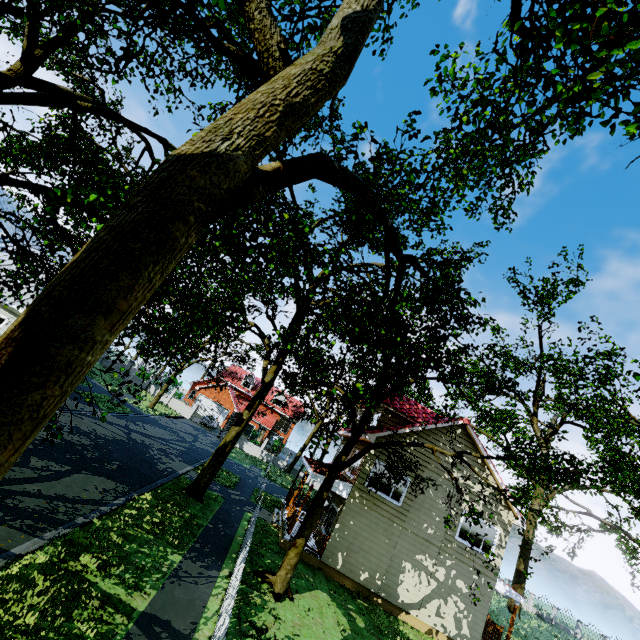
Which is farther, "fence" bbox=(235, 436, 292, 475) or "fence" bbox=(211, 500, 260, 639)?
"fence" bbox=(235, 436, 292, 475)

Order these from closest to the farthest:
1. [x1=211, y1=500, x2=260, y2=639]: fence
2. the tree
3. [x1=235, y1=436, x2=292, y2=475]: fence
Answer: the tree, [x1=211, y1=500, x2=260, y2=639]: fence, [x1=235, y1=436, x2=292, y2=475]: fence

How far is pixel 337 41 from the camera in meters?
3.8 m

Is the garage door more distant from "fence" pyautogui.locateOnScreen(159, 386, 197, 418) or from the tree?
"fence" pyautogui.locateOnScreen(159, 386, 197, 418)

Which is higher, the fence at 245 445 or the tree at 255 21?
the tree at 255 21

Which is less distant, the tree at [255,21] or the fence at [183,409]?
the tree at [255,21]

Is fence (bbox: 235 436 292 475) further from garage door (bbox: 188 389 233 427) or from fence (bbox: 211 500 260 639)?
fence (bbox: 211 500 260 639)

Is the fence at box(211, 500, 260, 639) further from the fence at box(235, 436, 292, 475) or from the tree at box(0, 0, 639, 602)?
the fence at box(235, 436, 292, 475)
